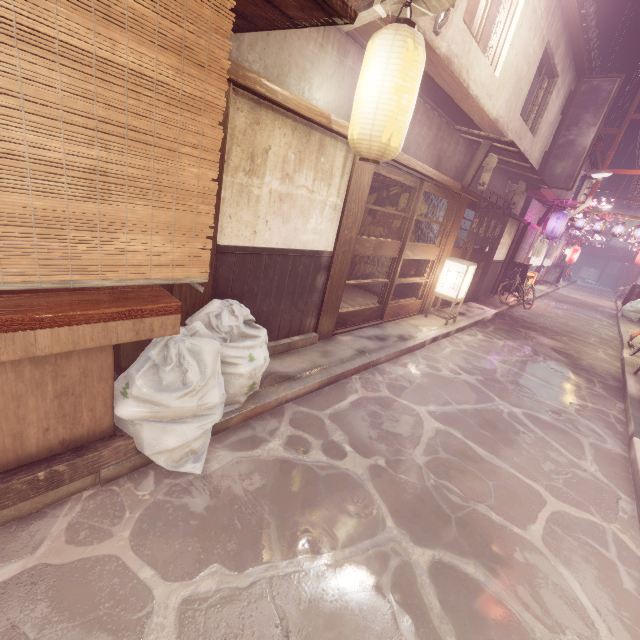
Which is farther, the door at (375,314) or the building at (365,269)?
the building at (365,269)

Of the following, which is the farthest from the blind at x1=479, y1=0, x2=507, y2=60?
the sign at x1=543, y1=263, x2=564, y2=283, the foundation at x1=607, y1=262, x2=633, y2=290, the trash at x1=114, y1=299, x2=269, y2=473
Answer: the foundation at x1=607, y1=262, x2=633, y2=290

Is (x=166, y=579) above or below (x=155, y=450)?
below

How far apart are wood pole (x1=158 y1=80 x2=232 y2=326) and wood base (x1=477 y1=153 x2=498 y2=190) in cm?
1167

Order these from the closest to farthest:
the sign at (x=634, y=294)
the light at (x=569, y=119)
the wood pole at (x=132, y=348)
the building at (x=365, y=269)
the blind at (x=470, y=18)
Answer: the wood pole at (x=132, y=348), the blind at (x=470, y=18), the building at (x=365, y=269), the light at (x=569, y=119), the sign at (x=634, y=294)

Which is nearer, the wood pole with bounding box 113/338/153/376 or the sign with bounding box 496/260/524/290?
the wood pole with bounding box 113/338/153/376

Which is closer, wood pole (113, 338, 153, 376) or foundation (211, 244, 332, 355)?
wood pole (113, 338, 153, 376)

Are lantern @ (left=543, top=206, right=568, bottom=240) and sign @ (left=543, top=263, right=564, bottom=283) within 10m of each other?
no
